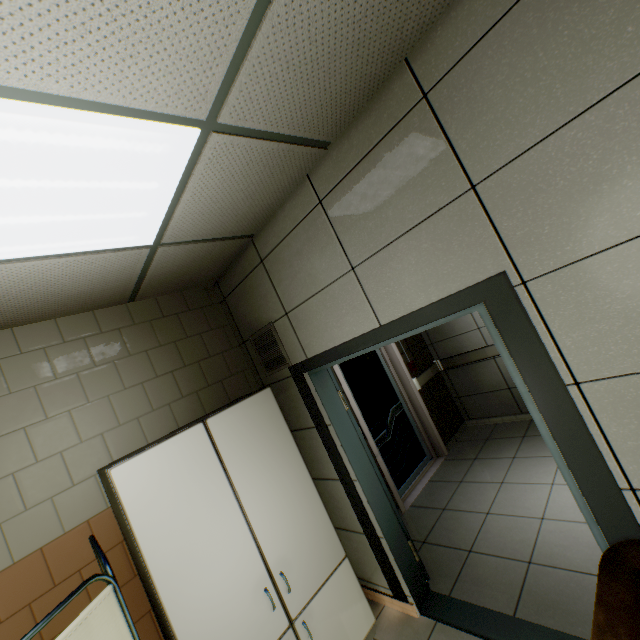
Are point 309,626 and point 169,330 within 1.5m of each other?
no

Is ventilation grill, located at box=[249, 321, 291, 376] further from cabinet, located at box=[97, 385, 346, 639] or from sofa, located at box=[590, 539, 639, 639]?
sofa, located at box=[590, 539, 639, 639]

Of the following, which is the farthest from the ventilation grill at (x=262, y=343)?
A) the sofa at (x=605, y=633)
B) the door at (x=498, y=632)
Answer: the sofa at (x=605, y=633)

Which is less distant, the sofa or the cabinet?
the sofa

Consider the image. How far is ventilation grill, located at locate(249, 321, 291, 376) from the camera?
2.8 meters

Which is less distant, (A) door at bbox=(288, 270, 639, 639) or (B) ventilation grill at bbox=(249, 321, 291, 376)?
(A) door at bbox=(288, 270, 639, 639)

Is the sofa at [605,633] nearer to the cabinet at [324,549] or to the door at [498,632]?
the door at [498,632]

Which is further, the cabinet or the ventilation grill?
the ventilation grill
